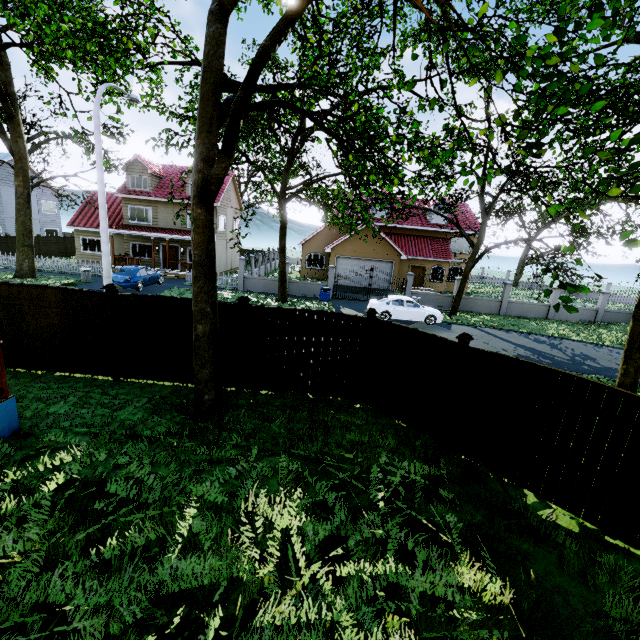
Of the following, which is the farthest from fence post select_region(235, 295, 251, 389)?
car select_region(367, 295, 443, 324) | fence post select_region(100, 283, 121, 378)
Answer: car select_region(367, 295, 443, 324)

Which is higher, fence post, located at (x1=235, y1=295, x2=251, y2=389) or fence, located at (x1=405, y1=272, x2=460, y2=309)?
fence post, located at (x1=235, y1=295, x2=251, y2=389)

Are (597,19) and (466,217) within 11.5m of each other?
no

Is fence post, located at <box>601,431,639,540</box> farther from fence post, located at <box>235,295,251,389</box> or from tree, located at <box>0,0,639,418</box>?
fence post, located at <box>235,295,251,389</box>

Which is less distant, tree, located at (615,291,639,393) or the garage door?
tree, located at (615,291,639,393)

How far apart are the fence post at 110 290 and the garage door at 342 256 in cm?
2087

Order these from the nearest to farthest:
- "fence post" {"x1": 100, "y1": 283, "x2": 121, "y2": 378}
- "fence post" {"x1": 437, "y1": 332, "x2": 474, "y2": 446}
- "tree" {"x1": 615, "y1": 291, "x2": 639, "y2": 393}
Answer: "fence post" {"x1": 437, "y1": 332, "x2": 474, "y2": 446} → "fence post" {"x1": 100, "y1": 283, "x2": 121, "y2": 378} → "tree" {"x1": 615, "y1": 291, "x2": 639, "y2": 393}

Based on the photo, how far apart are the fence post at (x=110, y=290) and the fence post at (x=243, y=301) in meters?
3.0 m
